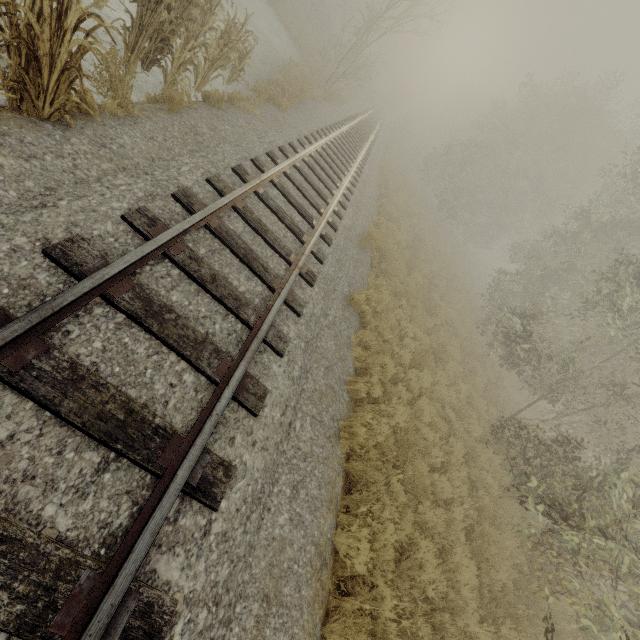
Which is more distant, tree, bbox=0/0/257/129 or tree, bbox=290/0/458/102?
tree, bbox=290/0/458/102

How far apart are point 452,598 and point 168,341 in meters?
5.7

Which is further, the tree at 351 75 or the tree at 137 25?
the tree at 351 75
